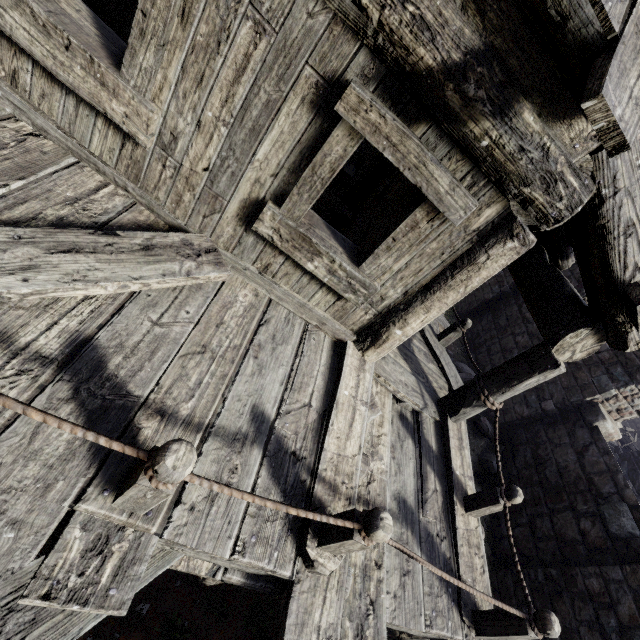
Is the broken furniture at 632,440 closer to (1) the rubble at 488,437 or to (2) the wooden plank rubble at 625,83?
(1) the rubble at 488,437

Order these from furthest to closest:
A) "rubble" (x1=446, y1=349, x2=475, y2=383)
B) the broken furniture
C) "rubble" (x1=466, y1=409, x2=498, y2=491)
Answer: the broken furniture
"rubble" (x1=446, y1=349, x2=475, y2=383)
"rubble" (x1=466, y1=409, x2=498, y2=491)

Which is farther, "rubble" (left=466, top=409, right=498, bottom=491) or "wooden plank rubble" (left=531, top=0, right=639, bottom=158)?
"rubble" (left=466, top=409, right=498, bottom=491)

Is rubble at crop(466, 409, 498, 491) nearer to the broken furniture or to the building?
the building

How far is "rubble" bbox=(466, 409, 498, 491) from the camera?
8.51m

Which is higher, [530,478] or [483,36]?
[483,36]

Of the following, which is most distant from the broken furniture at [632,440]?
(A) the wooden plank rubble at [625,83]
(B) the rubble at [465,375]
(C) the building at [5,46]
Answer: (A) the wooden plank rubble at [625,83]

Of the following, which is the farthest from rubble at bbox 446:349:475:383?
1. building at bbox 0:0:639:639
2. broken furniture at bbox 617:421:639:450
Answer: broken furniture at bbox 617:421:639:450
